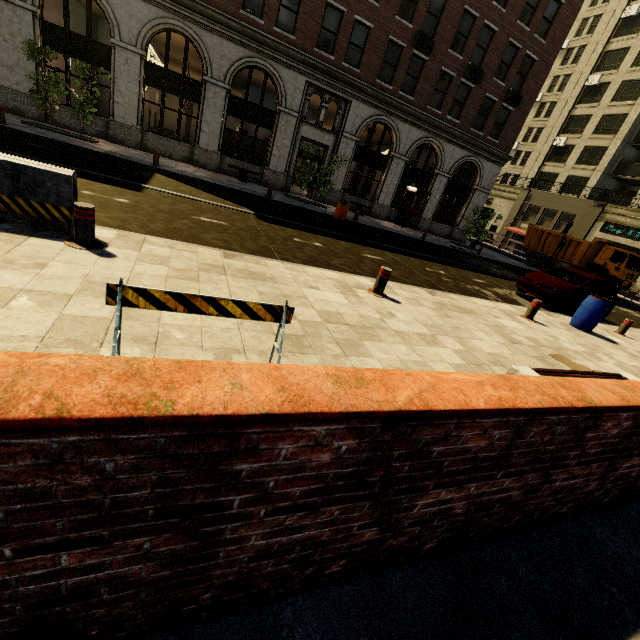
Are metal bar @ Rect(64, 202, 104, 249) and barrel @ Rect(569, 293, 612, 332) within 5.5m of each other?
no

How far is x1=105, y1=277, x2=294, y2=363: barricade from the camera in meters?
2.4

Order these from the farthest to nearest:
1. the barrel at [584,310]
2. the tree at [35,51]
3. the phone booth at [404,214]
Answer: the phone booth at [404,214]
the tree at [35,51]
the barrel at [584,310]

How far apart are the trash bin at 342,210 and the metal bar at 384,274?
10.3m

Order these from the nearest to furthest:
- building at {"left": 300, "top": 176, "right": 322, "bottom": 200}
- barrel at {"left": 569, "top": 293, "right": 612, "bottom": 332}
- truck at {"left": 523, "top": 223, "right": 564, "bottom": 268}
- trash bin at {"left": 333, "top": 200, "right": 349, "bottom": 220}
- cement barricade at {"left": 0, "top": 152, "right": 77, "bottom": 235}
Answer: cement barricade at {"left": 0, "top": 152, "right": 77, "bottom": 235}, barrel at {"left": 569, "top": 293, "right": 612, "bottom": 332}, trash bin at {"left": 333, "top": 200, "right": 349, "bottom": 220}, building at {"left": 300, "top": 176, "right": 322, "bottom": 200}, truck at {"left": 523, "top": 223, "right": 564, "bottom": 268}

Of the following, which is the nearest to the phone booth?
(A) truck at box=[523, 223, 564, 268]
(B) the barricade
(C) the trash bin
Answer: (C) the trash bin

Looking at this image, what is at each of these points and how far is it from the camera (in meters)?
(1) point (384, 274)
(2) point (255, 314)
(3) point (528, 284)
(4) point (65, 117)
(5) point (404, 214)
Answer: (1) metal bar, 6.36
(2) barricade, 2.89
(3) car, 11.51
(4) building, 15.52
(5) phone booth, 23.86

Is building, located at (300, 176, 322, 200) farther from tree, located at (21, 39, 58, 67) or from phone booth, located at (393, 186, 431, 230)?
tree, located at (21, 39, 58, 67)
